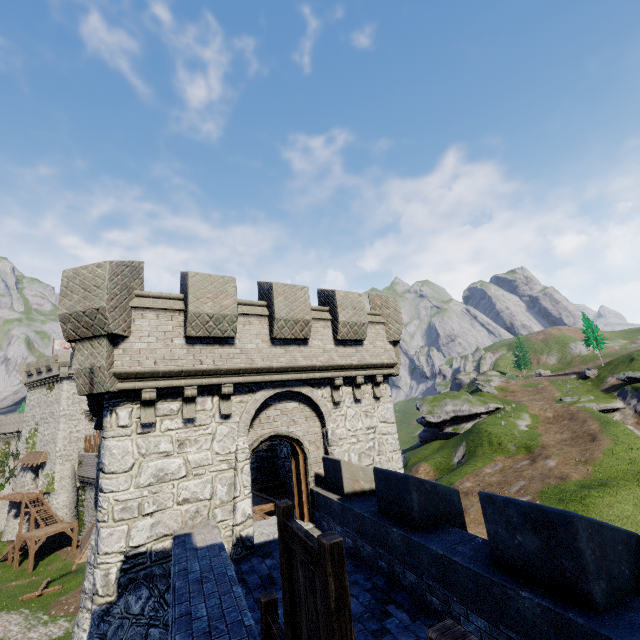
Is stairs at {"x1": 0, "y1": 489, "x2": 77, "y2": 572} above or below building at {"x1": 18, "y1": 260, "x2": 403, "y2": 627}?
below

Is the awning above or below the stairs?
above

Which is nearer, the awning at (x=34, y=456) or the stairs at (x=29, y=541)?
the stairs at (x=29, y=541)

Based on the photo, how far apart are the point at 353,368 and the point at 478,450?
38.2 meters

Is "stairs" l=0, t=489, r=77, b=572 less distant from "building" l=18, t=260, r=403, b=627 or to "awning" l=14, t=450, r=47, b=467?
"awning" l=14, t=450, r=47, b=467

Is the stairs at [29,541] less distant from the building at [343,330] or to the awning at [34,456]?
the awning at [34,456]
